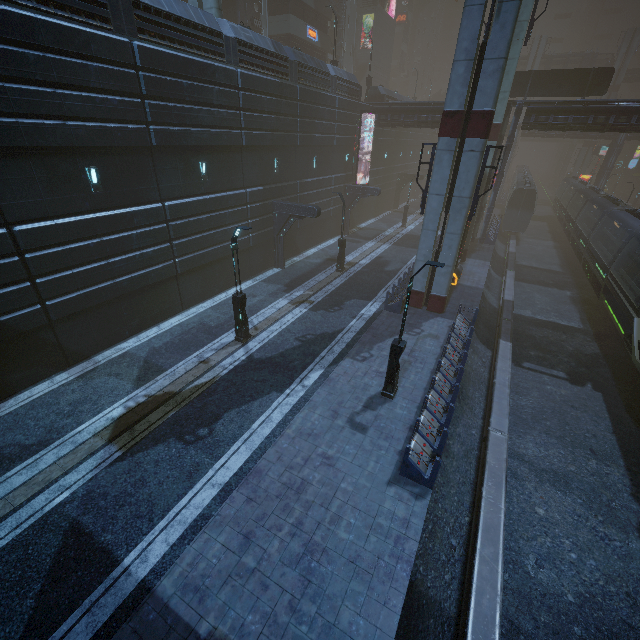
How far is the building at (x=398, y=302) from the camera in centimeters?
1872cm

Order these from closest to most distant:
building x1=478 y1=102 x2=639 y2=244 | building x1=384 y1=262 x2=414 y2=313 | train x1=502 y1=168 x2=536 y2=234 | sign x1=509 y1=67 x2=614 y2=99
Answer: building x1=384 y1=262 x2=414 y2=313, building x1=478 y1=102 x2=639 y2=244, sign x1=509 y1=67 x2=614 y2=99, train x1=502 y1=168 x2=536 y2=234

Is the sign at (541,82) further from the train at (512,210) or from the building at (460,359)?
the train at (512,210)

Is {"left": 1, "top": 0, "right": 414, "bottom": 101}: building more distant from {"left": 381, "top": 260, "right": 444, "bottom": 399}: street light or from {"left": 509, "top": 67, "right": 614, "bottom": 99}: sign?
{"left": 381, "top": 260, "right": 444, "bottom": 399}: street light

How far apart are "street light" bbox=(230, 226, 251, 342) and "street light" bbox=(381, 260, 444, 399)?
6.68m

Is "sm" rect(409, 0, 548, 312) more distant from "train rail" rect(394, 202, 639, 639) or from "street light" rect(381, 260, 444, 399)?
"street light" rect(381, 260, 444, 399)

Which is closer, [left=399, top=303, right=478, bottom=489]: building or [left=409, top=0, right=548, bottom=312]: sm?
[left=399, top=303, right=478, bottom=489]: building

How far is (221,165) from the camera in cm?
1797
